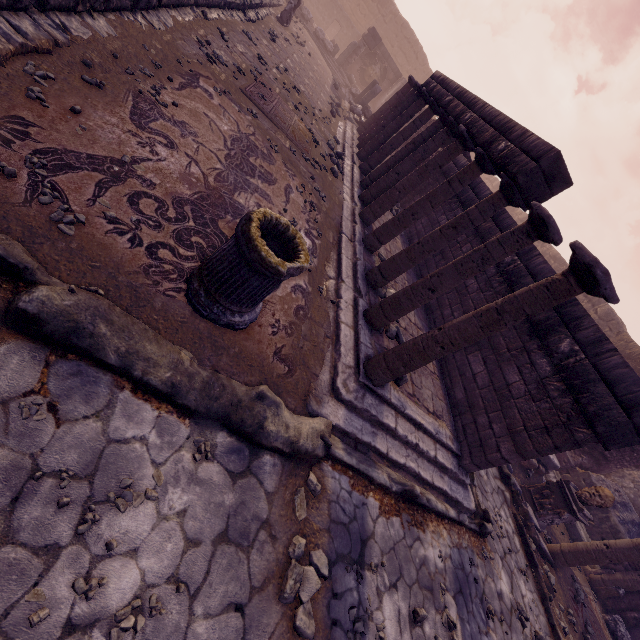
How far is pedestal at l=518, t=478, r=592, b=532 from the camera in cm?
760

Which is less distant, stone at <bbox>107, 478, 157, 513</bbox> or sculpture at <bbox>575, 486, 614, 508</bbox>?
stone at <bbox>107, 478, 157, 513</bbox>

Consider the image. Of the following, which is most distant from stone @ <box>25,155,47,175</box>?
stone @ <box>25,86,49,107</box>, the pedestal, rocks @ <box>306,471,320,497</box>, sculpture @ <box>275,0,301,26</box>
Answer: sculpture @ <box>275,0,301,26</box>

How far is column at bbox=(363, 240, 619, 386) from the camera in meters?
2.9 m

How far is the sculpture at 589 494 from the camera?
7.5 meters

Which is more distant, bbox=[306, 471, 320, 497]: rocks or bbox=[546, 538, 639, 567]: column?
bbox=[546, 538, 639, 567]: column

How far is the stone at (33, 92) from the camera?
2.6m

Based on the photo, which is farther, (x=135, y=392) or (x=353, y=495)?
(x=353, y=495)
